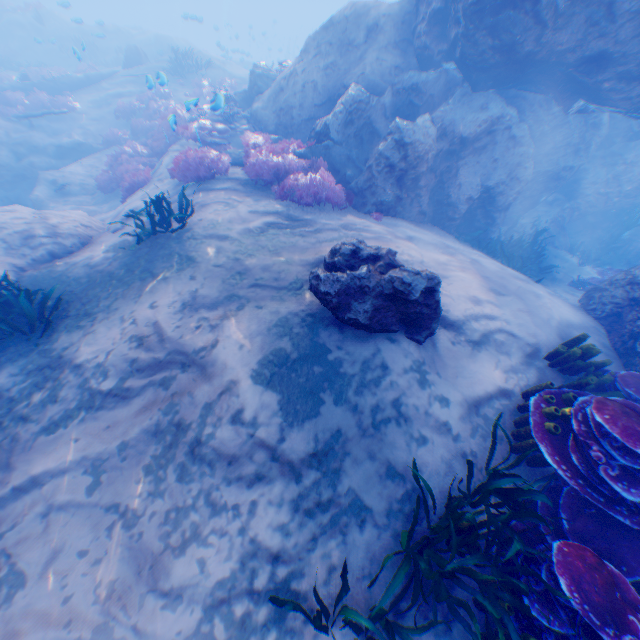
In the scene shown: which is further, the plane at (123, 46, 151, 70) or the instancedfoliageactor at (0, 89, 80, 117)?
the plane at (123, 46, 151, 70)

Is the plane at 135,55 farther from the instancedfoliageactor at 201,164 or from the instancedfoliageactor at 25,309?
the instancedfoliageactor at 25,309

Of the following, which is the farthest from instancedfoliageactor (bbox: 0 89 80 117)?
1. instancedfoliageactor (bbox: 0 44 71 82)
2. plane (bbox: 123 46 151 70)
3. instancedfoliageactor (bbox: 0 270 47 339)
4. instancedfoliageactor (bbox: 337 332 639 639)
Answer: instancedfoliageactor (bbox: 0 270 47 339)

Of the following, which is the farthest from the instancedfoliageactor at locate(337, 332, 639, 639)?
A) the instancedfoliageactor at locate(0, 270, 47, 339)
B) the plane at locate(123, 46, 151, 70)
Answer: the instancedfoliageactor at locate(0, 270, 47, 339)

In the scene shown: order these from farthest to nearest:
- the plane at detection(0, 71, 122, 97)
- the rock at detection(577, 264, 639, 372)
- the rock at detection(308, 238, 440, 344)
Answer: the plane at detection(0, 71, 122, 97) < the rock at detection(577, 264, 639, 372) < the rock at detection(308, 238, 440, 344)

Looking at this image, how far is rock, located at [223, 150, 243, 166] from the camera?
10.5 meters

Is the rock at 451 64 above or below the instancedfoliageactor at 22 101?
above

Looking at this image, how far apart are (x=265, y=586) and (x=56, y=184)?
16.0 meters
